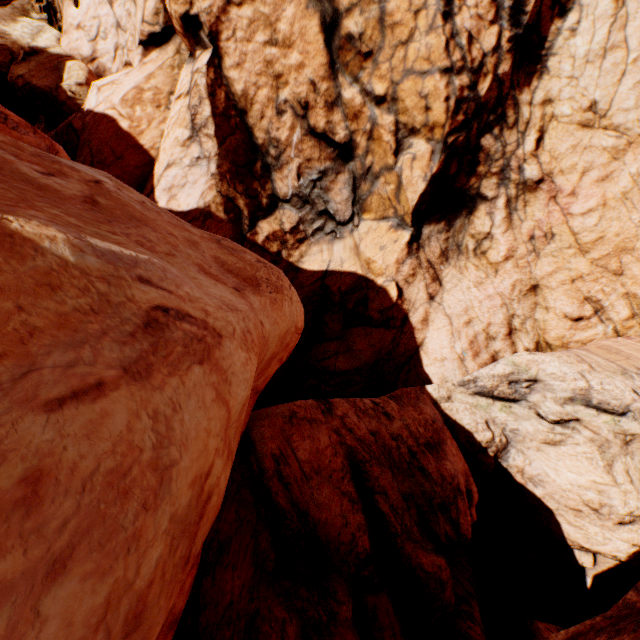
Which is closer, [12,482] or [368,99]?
[12,482]
